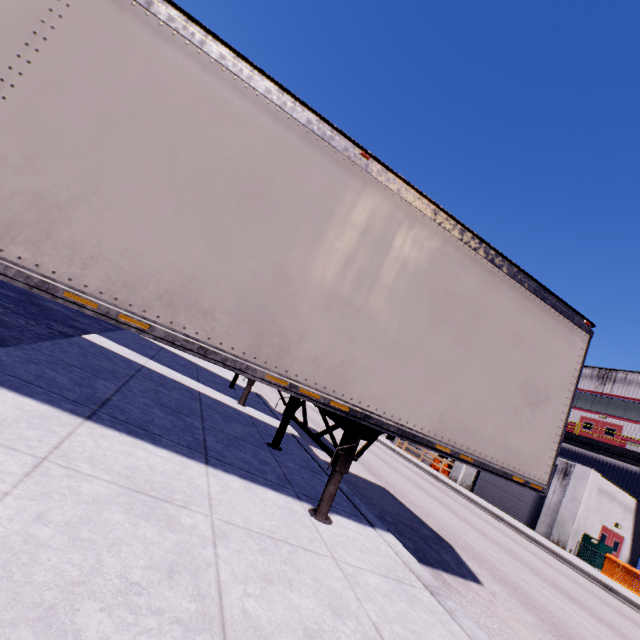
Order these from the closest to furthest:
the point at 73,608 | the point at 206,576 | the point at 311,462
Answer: the point at 73,608
the point at 206,576
the point at 311,462

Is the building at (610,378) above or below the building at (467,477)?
above

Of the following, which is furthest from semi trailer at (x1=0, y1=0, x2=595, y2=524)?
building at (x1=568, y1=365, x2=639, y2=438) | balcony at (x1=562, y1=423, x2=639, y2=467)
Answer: balcony at (x1=562, y1=423, x2=639, y2=467)

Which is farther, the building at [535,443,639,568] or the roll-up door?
the roll-up door

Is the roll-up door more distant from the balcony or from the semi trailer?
the balcony

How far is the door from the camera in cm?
1980

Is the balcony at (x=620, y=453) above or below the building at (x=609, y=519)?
above

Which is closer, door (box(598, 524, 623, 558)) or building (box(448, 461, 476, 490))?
door (box(598, 524, 623, 558))
